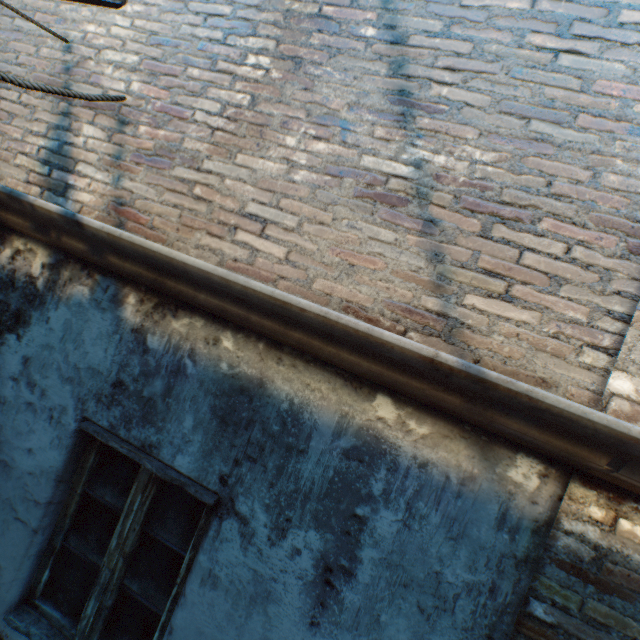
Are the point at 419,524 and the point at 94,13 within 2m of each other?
no
